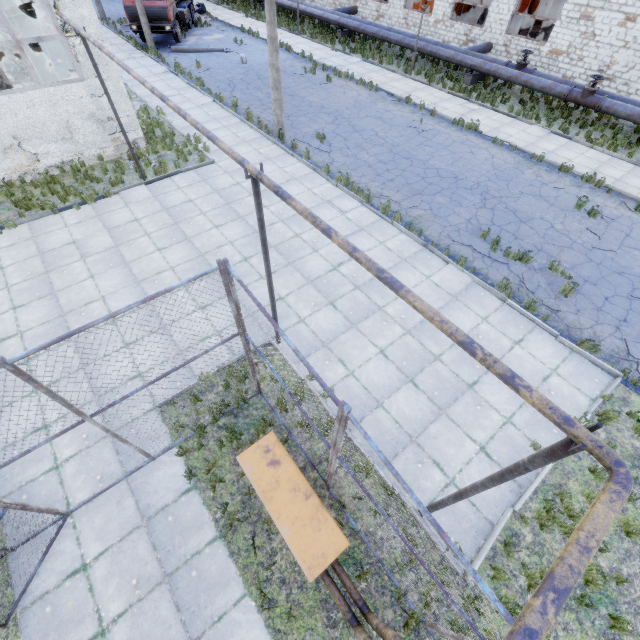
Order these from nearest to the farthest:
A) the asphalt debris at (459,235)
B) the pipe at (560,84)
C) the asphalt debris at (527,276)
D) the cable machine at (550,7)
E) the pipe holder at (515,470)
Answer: the pipe holder at (515,470) < the asphalt debris at (527,276) < the asphalt debris at (459,235) < the pipe at (560,84) < the cable machine at (550,7)

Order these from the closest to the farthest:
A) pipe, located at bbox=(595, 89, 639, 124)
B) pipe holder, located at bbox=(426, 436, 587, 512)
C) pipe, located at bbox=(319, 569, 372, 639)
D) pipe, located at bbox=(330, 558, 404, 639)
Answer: pipe holder, located at bbox=(426, 436, 587, 512) < pipe, located at bbox=(330, 558, 404, 639) < pipe, located at bbox=(319, 569, 372, 639) < pipe, located at bbox=(595, 89, 639, 124)

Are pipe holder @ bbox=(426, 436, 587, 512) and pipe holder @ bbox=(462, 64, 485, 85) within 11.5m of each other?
no

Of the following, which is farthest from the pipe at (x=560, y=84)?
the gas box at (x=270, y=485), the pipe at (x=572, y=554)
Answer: the gas box at (x=270, y=485)

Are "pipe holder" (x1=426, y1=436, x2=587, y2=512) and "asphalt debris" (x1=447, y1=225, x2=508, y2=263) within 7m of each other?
no

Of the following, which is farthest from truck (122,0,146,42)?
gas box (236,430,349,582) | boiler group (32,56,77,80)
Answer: gas box (236,430,349,582)

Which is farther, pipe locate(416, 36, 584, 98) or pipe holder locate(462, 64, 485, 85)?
pipe holder locate(462, 64, 485, 85)

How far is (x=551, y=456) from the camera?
2.7m
